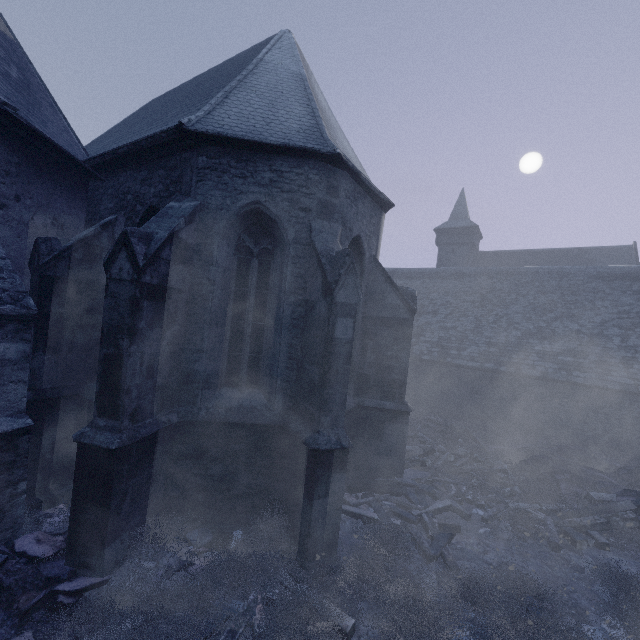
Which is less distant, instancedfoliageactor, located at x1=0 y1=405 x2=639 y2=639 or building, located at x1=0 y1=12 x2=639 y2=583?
instancedfoliageactor, located at x1=0 y1=405 x2=639 y2=639

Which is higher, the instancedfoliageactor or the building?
the building

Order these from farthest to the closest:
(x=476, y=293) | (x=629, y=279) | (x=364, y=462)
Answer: (x=476, y=293)
(x=629, y=279)
(x=364, y=462)

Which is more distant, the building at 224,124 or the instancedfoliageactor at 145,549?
the building at 224,124

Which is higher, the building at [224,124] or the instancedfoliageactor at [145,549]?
the building at [224,124]
